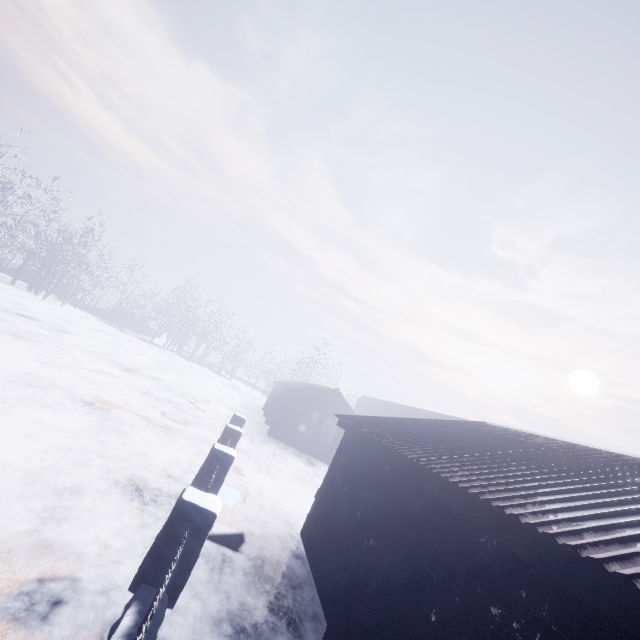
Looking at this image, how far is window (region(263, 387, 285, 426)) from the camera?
18.5m

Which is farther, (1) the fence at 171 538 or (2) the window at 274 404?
(2) the window at 274 404

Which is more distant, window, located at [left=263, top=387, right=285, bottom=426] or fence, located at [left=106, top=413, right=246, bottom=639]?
window, located at [left=263, top=387, right=285, bottom=426]

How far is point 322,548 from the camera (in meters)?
5.19

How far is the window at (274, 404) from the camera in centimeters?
1852cm
